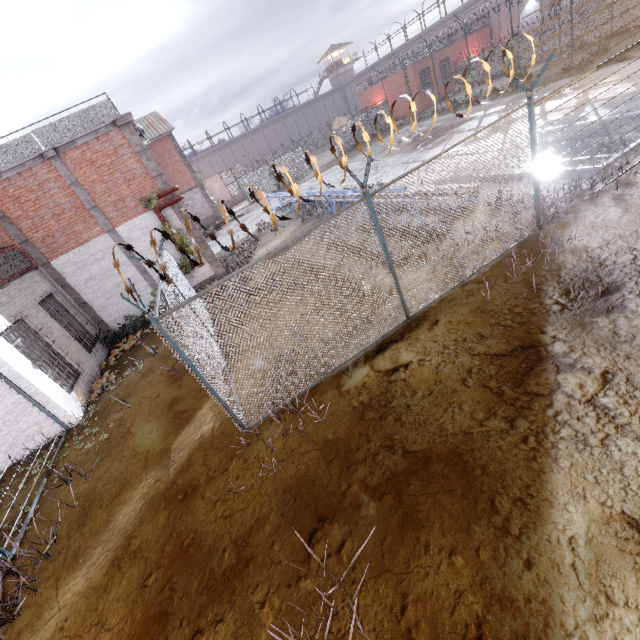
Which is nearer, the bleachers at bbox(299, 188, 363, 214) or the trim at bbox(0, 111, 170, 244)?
the trim at bbox(0, 111, 170, 244)

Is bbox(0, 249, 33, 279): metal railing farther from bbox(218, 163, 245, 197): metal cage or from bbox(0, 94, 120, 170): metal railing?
bbox(218, 163, 245, 197): metal cage

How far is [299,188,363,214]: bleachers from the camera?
12.83m

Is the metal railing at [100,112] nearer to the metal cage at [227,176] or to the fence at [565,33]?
the fence at [565,33]

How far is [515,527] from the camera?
3.15m

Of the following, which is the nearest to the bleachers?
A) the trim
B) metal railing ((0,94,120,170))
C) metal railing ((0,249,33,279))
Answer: the trim

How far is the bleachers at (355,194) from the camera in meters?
12.8

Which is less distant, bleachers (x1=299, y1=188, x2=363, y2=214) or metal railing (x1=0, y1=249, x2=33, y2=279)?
metal railing (x1=0, y1=249, x2=33, y2=279)
